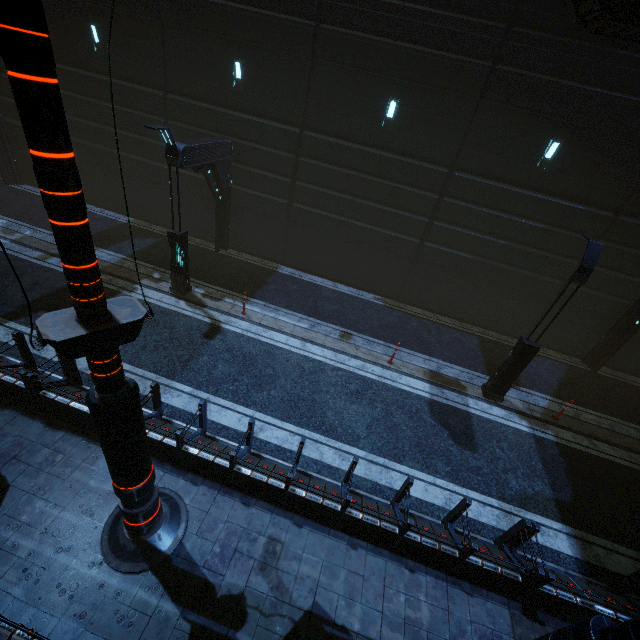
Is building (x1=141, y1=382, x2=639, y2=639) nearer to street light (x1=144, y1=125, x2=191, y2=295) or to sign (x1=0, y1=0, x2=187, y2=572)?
sign (x1=0, y1=0, x2=187, y2=572)

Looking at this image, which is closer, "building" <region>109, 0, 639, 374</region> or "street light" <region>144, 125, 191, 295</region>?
"street light" <region>144, 125, 191, 295</region>

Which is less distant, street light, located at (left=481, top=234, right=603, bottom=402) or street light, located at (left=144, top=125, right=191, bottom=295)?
street light, located at (left=481, top=234, right=603, bottom=402)

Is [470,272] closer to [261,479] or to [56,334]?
[261,479]

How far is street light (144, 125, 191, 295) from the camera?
9.2m

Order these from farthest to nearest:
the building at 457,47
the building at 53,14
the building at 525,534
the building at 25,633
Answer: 1. the building at 53,14
2. the building at 457,47
3. the building at 525,534
4. the building at 25,633

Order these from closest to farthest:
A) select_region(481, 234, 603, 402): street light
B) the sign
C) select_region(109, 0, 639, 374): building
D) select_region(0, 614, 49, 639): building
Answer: the sign → select_region(0, 614, 49, 639): building → select_region(481, 234, 603, 402): street light → select_region(109, 0, 639, 374): building

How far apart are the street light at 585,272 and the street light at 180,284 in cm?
1132
